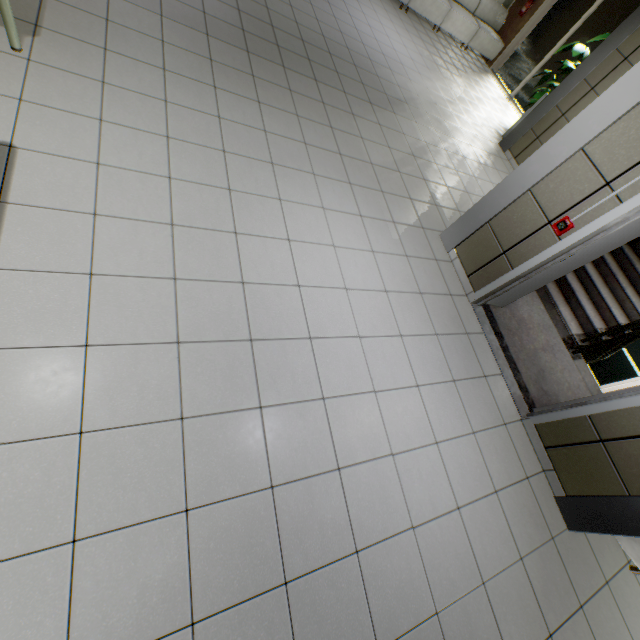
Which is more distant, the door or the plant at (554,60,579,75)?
the plant at (554,60,579,75)

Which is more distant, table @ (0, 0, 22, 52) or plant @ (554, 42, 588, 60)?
plant @ (554, 42, 588, 60)

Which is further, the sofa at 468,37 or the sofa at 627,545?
the sofa at 468,37

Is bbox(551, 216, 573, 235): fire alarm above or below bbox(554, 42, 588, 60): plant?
below

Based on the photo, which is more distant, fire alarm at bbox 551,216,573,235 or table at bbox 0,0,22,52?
fire alarm at bbox 551,216,573,235

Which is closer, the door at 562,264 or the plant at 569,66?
the door at 562,264

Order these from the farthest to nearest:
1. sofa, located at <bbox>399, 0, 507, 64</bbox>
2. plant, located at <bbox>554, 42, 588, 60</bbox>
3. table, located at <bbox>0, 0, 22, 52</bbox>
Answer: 1. sofa, located at <bbox>399, 0, 507, 64</bbox>
2. plant, located at <bbox>554, 42, 588, 60</bbox>
3. table, located at <bbox>0, 0, 22, 52</bbox>

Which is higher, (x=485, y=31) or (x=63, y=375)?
(x=485, y=31)
